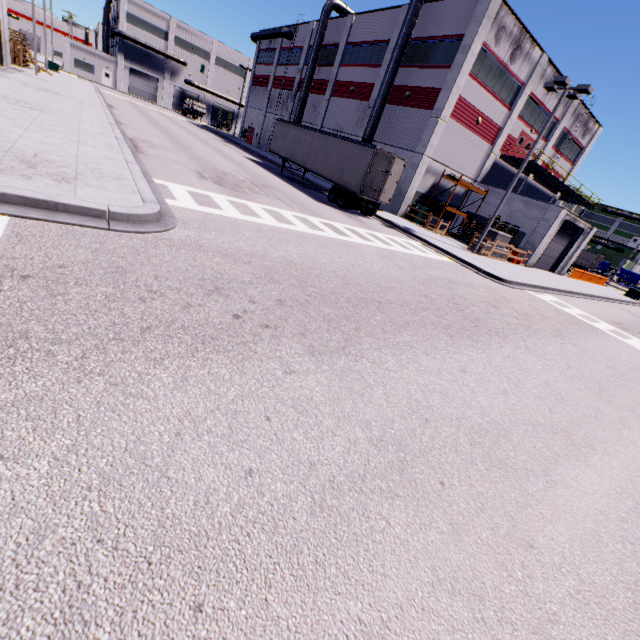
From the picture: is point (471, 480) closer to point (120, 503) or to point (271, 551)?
point (271, 551)

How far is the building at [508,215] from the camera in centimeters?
2523cm

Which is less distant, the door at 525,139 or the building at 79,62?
the door at 525,139

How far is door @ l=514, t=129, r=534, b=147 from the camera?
29.58m

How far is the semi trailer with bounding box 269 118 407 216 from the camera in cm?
1947

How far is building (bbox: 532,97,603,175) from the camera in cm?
3098
